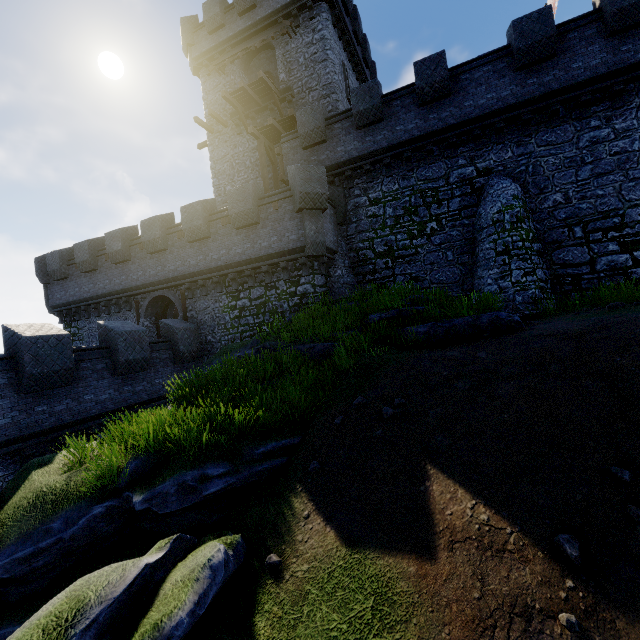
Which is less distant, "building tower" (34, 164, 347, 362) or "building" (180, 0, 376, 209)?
"building tower" (34, 164, 347, 362)

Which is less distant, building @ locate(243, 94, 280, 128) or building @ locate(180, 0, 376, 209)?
building @ locate(180, 0, 376, 209)

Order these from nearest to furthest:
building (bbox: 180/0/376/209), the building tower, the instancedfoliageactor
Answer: the instancedfoliageactor → the building tower → building (bbox: 180/0/376/209)

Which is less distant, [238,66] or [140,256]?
[140,256]

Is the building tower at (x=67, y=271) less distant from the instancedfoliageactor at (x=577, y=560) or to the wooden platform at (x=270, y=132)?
the wooden platform at (x=270, y=132)

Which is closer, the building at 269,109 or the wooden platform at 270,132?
the wooden platform at 270,132

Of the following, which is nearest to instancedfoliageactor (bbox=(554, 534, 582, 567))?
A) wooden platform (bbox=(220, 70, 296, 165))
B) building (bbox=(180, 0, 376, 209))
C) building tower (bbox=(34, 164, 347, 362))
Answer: building tower (bbox=(34, 164, 347, 362))
